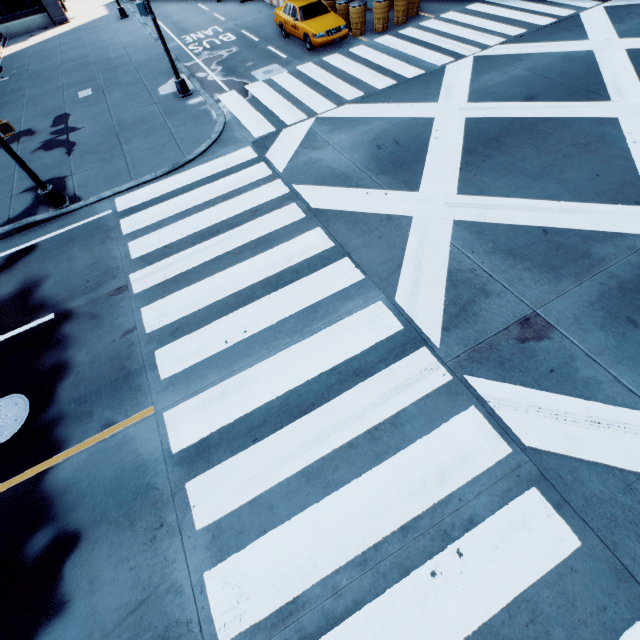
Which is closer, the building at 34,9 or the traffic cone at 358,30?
the traffic cone at 358,30

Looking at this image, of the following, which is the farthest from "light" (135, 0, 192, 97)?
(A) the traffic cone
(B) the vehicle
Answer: (A) the traffic cone

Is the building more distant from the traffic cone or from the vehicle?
the traffic cone

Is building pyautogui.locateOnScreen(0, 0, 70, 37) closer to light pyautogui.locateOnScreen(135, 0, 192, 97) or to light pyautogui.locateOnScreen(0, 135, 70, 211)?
light pyautogui.locateOnScreen(135, 0, 192, 97)

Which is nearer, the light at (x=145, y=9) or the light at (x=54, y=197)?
the light at (x=54, y=197)

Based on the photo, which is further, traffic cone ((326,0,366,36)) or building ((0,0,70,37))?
building ((0,0,70,37))

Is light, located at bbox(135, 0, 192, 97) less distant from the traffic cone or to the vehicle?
the vehicle

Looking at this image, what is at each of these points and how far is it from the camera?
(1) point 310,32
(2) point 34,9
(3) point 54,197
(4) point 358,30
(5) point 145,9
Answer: (1) vehicle, 14.70m
(2) building, 25.34m
(3) light, 9.89m
(4) traffic cone, 15.56m
(5) light, 11.95m
